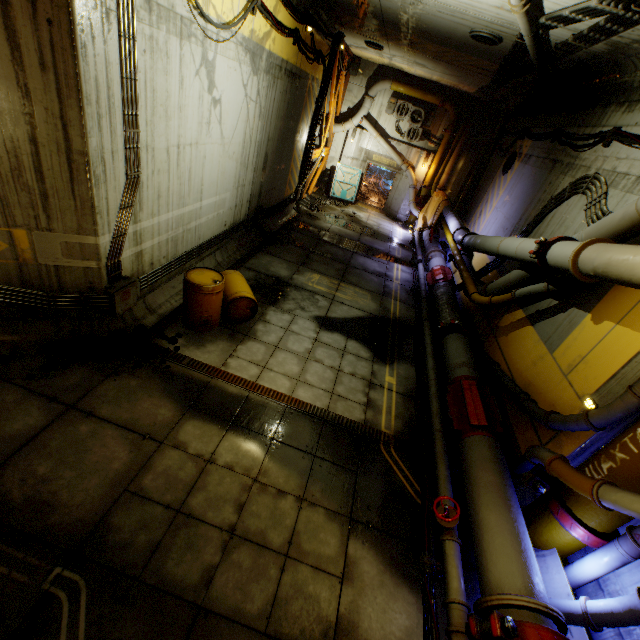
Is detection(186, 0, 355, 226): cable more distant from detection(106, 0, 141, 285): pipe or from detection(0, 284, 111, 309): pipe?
detection(0, 284, 111, 309): pipe

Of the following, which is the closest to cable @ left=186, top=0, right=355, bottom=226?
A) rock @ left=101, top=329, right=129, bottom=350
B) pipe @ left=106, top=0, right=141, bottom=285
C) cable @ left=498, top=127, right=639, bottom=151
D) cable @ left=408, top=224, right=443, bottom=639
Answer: pipe @ left=106, top=0, right=141, bottom=285

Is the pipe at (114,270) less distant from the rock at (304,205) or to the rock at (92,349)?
the rock at (92,349)

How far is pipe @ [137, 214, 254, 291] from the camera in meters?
6.6

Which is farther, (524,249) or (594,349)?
(524,249)

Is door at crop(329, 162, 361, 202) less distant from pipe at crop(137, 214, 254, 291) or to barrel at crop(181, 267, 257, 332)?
pipe at crop(137, 214, 254, 291)

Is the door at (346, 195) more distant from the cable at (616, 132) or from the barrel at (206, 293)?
the barrel at (206, 293)

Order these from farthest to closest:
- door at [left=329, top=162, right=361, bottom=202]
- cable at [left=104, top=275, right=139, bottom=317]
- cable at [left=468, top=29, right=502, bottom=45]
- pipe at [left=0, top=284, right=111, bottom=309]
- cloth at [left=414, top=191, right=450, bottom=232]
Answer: door at [left=329, top=162, right=361, bottom=202] → cloth at [left=414, top=191, right=450, bottom=232] → cable at [left=468, top=29, right=502, bottom=45] → cable at [left=104, top=275, right=139, bottom=317] → pipe at [left=0, top=284, right=111, bottom=309]
